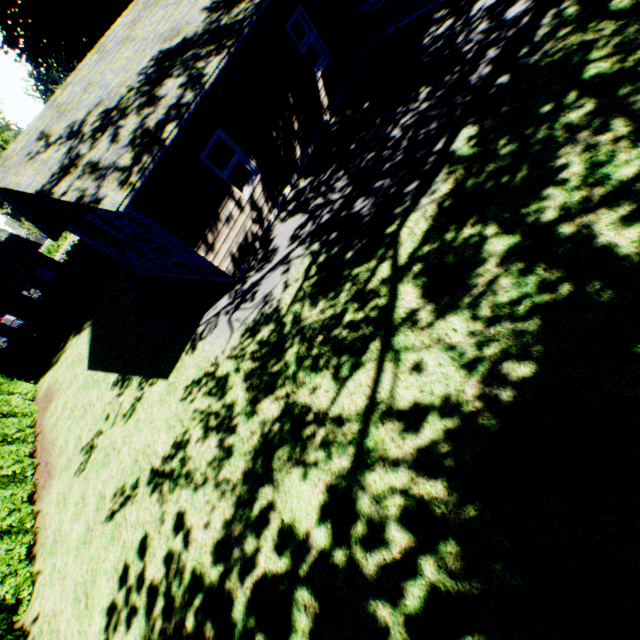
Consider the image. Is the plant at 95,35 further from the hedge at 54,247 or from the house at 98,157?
the hedge at 54,247

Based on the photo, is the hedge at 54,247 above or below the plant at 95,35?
below

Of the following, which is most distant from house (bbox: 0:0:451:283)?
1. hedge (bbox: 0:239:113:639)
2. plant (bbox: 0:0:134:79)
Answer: hedge (bbox: 0:239:113:639)

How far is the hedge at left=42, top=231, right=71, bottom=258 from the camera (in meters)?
57.22

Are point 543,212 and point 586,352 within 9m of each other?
yes

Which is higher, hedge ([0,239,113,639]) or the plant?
the plant

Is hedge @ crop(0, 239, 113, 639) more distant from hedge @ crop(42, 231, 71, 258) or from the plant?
hedge @ crop(42, 231, 71, 258)

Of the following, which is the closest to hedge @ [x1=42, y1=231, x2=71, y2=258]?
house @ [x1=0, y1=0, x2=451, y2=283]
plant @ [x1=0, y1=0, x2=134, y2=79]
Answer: plant @ [x1=0, y1=0, x2=134, y2=79]
